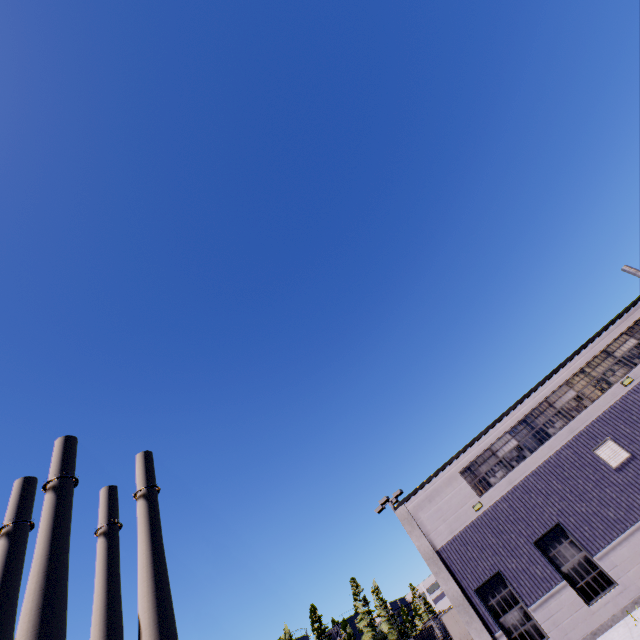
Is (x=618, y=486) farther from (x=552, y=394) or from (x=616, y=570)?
(x=552, y=394)

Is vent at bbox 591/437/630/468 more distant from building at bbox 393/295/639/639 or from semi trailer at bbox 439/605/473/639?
semi trailer at bbox 439/605/473/639

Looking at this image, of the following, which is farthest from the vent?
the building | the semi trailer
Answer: the semi trailer

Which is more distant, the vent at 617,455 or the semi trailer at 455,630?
the semi trailer at 455,630

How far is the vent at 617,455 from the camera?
14.31m

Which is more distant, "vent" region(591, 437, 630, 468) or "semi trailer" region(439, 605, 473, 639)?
"semi trailer" region(439, 605, 473, 639)
